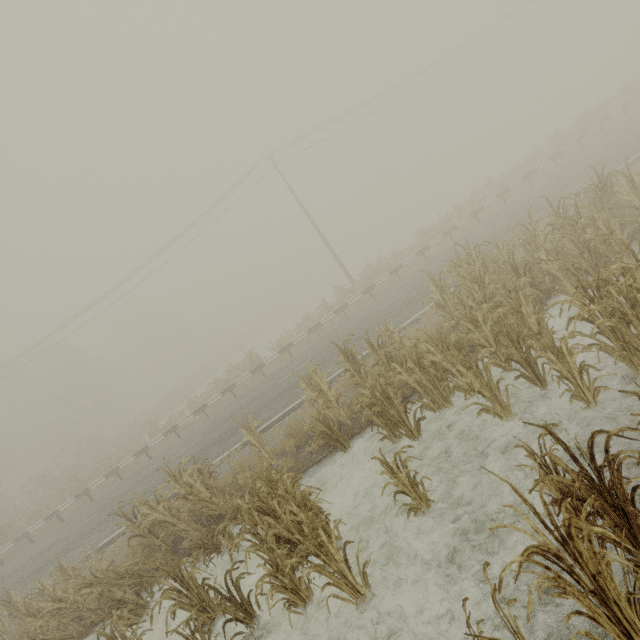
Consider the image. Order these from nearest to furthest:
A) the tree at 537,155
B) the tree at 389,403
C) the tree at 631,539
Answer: the tree at 631,539 < the tree at 389,403 < the tree at 537,155

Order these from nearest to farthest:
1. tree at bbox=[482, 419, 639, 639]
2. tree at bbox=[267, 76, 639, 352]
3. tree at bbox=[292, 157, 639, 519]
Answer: tree at bbox=[482, 419, 639, 639]
tree at bbox=[292, 157, 639, 519]
tree at bbox=[267, 76, 639, 352]

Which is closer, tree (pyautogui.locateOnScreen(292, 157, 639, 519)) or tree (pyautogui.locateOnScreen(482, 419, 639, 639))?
tree (pyautogui.locateOnScreen(482, 419, 639, 639))

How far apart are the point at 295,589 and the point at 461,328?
6.6m

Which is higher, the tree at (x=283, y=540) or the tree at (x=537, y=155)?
the tree at (x=537, y=155)

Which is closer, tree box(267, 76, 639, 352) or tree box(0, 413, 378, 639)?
tree box(0, 413, 378, 639)

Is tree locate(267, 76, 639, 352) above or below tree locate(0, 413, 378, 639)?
above
